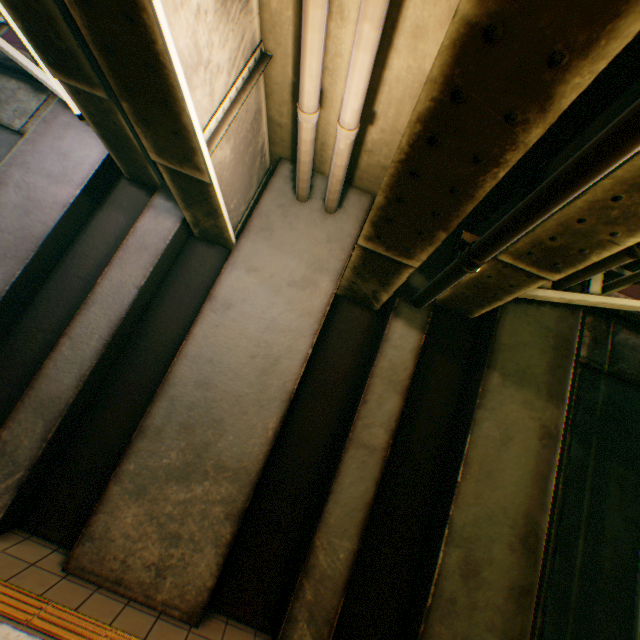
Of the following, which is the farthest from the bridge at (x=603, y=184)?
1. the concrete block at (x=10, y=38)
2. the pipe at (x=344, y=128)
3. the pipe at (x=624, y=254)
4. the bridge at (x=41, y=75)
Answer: the concrete block at (x=10, y=38)

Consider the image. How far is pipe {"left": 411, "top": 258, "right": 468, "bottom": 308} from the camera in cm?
334

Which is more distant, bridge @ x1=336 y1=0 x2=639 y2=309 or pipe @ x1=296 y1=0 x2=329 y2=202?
pipe @ x1=296 y1=0 x2=329 y2=202

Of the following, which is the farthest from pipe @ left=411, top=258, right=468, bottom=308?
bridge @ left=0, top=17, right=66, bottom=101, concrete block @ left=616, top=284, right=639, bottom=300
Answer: bridge @ left=0, top=17, right=66, bottom=101

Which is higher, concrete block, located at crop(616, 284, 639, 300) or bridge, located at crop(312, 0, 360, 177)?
concrete block, located at crop(616, 284, 639, 300)

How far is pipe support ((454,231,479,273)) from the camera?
3.2m

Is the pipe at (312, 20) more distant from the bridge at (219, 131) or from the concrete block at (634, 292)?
the concrete block at (634, 292)

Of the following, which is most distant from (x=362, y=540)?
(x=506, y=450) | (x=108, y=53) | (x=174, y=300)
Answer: (x=108, y=53)
